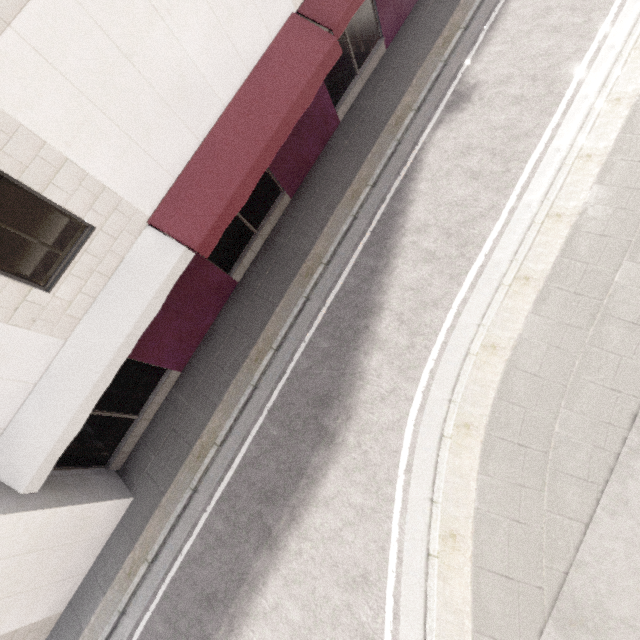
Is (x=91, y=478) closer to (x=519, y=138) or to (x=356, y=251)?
(x=356, y=251)
